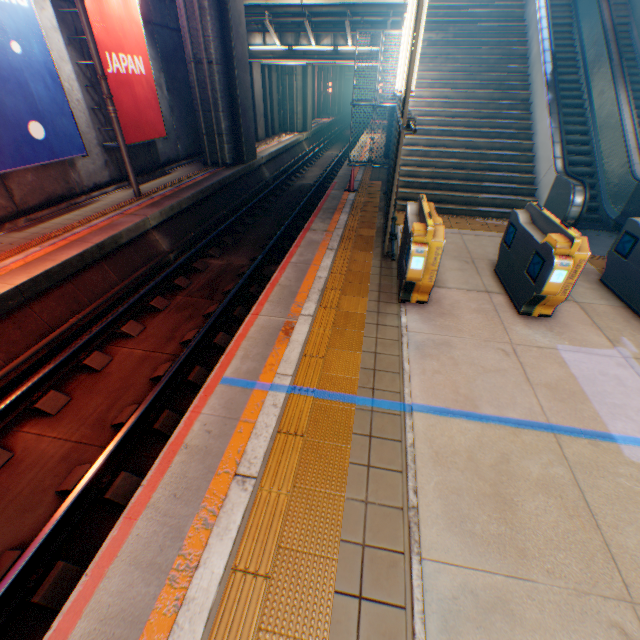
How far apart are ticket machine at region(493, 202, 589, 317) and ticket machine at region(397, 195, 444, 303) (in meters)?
1.43

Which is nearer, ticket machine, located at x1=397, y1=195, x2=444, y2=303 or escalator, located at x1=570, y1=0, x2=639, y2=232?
ticket machine, located at x1=397, y1=195, x2=444, y2=303

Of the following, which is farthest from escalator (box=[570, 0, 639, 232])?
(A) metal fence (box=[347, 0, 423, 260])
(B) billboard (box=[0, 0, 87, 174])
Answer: (B) billboard (box=[0, 0, 87, 174])

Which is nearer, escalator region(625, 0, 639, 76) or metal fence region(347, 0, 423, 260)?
metal fence region(347, 0, 423, 260)

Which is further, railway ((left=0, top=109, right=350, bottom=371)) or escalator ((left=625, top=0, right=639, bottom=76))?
escalator ((left=625, top=0, right=639, bottom=76))

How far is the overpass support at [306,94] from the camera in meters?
24.1

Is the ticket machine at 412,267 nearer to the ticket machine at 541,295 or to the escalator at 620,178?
the ticket machine at 541,295

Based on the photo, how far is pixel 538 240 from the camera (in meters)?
5.08
